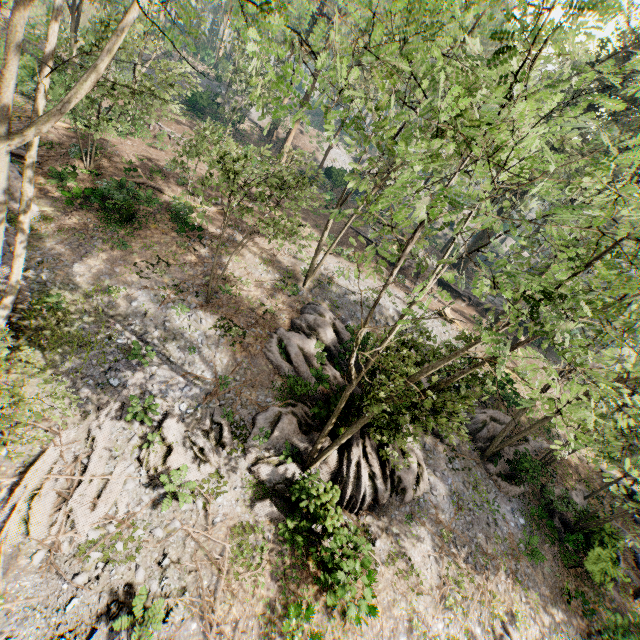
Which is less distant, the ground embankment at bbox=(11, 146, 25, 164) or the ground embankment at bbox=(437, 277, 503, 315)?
the ground embankment at bbox=(11, 146, 25, 164)

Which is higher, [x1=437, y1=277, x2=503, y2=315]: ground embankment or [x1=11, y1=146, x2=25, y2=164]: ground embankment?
[x1=437, y1=277, x2=503, y2=315]: ground embankment

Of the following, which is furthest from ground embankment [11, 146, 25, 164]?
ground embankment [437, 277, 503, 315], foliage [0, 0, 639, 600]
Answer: ground embankment [437, 277, 503, 315]

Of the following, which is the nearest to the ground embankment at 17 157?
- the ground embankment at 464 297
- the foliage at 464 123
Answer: the foliage at 464 123

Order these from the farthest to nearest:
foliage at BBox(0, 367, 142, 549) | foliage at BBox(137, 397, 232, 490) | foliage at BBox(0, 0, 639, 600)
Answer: foliage at BBox(137, 397, 232, 490) < foliage at BBox(0, 367, 142, 549) < foliage at BBox(0, 0, 639, 600)

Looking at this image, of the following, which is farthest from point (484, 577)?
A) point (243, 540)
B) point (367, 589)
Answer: point (243, 540)

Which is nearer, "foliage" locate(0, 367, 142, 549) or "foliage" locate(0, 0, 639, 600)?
"foliage" locate(0, 0, 639, 600)
